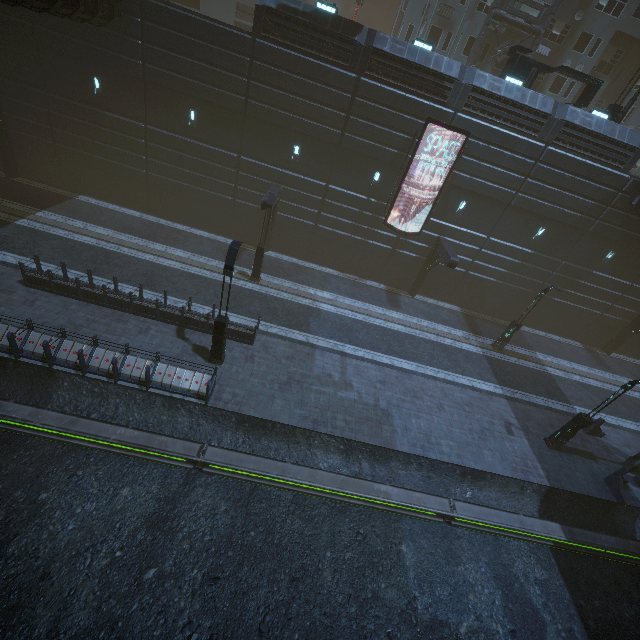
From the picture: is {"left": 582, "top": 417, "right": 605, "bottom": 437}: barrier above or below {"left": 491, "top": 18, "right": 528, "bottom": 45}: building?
below

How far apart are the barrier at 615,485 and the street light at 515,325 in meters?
8.8

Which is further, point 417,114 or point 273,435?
point 417,114

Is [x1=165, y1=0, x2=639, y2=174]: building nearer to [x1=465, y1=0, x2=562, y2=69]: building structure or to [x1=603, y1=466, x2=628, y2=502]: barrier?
[x1=465, y1=0, x2=562, y2=69]: building structure

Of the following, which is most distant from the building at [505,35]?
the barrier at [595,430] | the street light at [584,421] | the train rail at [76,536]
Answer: the street light at [584,421]

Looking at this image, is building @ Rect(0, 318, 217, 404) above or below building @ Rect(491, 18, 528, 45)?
below

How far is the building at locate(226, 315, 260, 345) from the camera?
15.6m
